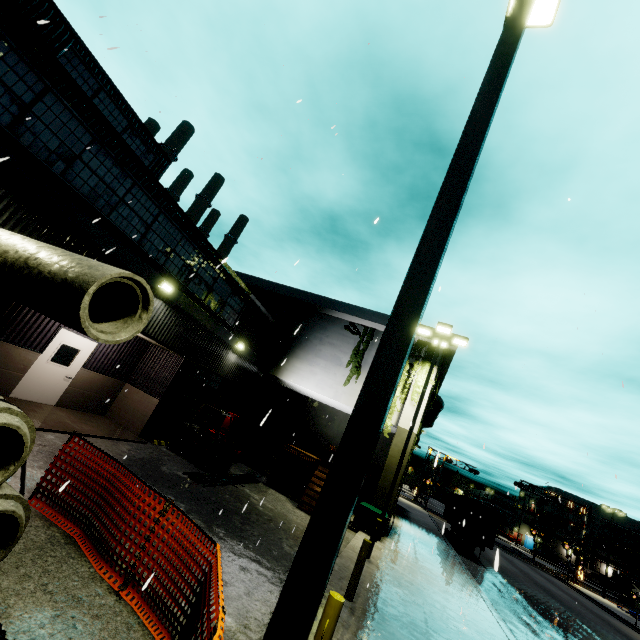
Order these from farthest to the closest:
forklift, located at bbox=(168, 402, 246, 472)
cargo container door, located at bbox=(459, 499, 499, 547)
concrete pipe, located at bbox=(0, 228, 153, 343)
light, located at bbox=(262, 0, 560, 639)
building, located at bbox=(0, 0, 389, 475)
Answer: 1. cargo container door, located at bbox=(459, 499, 499, 547)
2. forklift, located at bbox=(168, 402, 246, 472)
3. building, located at bbox=(0, 0, 389, 475)
4. concrete pipe, located at bbox=(0, 228, 153, 343)
5. light, located at bbox=(262, 0, 560, 639)

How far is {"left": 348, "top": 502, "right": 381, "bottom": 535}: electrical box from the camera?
13.84m

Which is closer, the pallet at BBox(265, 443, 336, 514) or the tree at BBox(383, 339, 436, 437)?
the pallet at BBox(265, 443, 336, 514)

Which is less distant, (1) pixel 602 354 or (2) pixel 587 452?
(1) pixel 602 354

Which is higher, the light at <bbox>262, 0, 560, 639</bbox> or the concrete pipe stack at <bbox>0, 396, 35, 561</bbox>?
the light at <bbox>262, 0, 560, 639</bbox>

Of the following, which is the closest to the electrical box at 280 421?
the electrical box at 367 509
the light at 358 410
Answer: the electrical box at 367 509

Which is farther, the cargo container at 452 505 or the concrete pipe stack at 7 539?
the cargo container at 452 505

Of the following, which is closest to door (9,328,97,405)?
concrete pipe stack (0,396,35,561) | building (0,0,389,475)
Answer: building (0,0,389,475)
